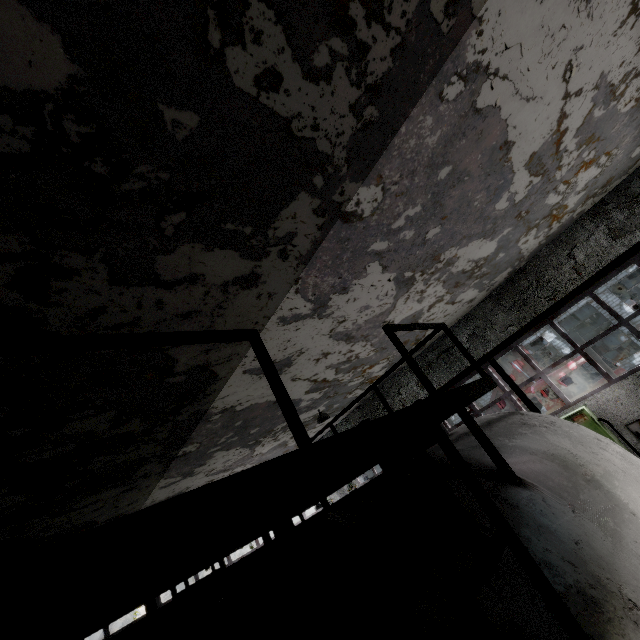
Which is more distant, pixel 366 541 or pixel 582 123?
pixel 582 123

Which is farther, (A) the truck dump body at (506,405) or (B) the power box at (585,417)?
(A) the truck dump body at (506,405)

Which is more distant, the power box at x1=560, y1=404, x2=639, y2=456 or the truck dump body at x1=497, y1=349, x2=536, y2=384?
the truck dump body at x1=497, y1=349, x2=536, y2=384

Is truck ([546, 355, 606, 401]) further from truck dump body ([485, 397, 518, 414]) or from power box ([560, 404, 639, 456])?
power box ([560, 404, 639, 456])

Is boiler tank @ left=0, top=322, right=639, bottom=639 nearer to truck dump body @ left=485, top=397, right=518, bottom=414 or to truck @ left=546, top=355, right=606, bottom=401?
truck @ left=546, top=355, right=606, bottom=401

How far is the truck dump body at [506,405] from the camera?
17.6 meters

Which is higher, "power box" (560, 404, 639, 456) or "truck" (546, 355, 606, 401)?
"truck" (546, 355, 606, 401)

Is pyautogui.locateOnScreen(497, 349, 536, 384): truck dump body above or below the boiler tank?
above
